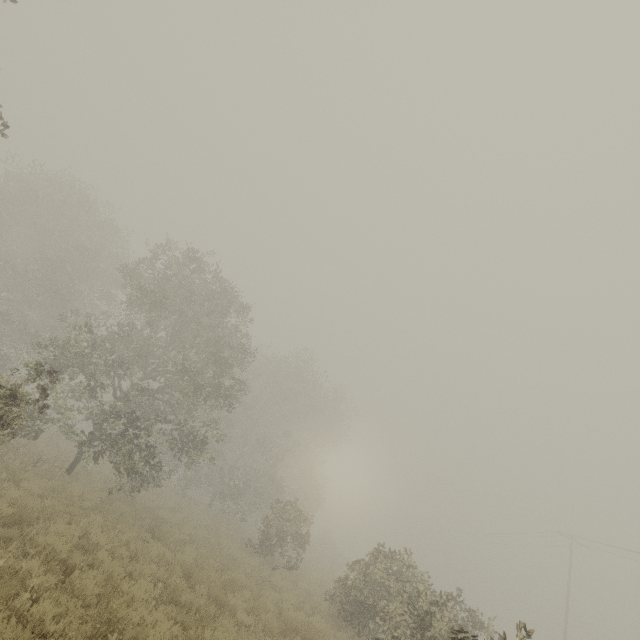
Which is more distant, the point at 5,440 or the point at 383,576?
the point at 383,576

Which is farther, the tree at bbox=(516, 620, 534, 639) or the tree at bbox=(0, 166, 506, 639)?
the tree at bbox=(0, 166, 506, 639)

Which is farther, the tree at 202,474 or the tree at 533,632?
the tree at 202,474
